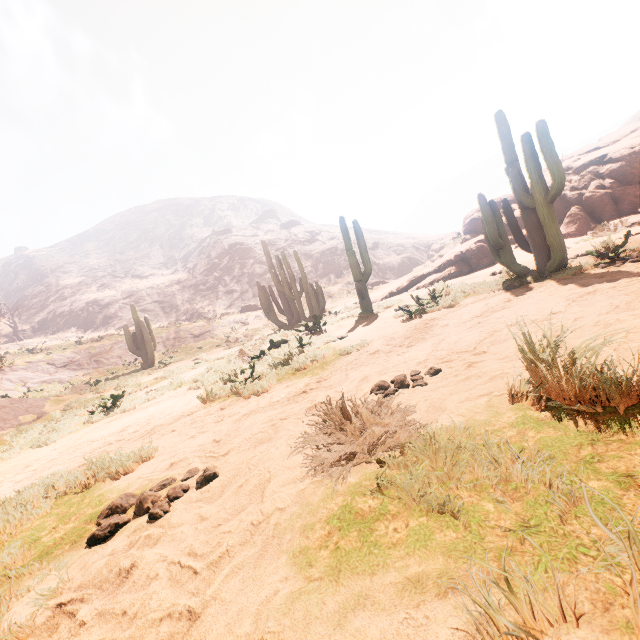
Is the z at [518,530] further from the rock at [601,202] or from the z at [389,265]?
the z at [389,265]

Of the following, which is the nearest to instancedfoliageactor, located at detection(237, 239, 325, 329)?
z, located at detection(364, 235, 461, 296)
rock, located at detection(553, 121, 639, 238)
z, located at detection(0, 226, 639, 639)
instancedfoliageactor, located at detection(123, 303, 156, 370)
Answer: z, located at detection(0, 226, 639, 639)

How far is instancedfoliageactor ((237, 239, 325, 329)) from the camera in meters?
16.5

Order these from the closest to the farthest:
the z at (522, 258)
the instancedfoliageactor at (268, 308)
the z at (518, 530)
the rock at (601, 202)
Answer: the z at (518, 530) < the z at (522, 258) < the rock at (601, 202) < the instancedfoliageactor at (268, 308)

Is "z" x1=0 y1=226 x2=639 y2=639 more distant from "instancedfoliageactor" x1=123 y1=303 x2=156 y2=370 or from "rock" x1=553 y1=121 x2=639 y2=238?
"rock" x1=553 y1=121 x2=639 y2=238

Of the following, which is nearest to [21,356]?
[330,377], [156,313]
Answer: [156,313]

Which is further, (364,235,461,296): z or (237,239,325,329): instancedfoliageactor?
(364,235,461,296): z

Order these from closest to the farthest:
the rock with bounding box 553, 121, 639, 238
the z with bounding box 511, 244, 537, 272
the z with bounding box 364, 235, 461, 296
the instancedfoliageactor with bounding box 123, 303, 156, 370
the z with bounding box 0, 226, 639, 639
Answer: the z with bounding box 0, 226, 639, 639
the z with bounding box 511, 244, 537, 272
the rock with bounding box 553, 121, 639, 238
the instancedfoliageactor with bounding box 123, 303, 156, 370
the z with bounding box 364, 235, 461, 296
